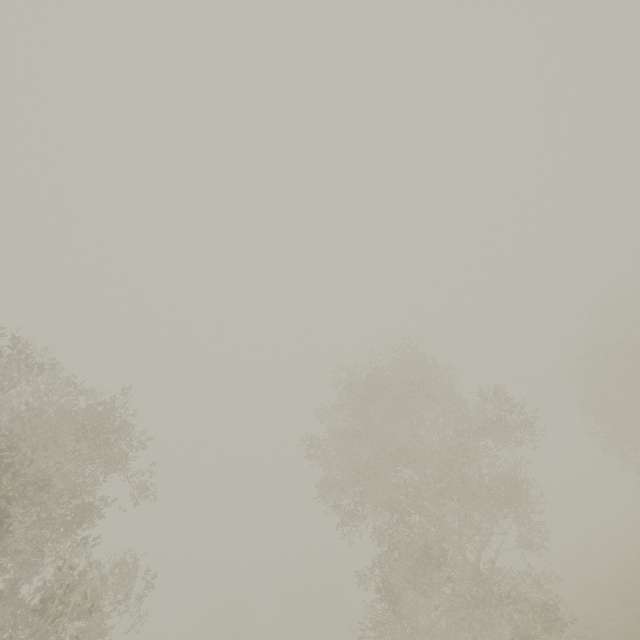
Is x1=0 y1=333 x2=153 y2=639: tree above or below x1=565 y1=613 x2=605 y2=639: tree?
above

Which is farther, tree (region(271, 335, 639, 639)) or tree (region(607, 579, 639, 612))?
tree (region(607, 579, 639, 612))

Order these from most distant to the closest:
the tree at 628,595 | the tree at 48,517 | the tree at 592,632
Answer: the tree at 628,595
the tree at 592,632
the tree at 48,517

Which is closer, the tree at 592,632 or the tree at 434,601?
the tree at 592,632

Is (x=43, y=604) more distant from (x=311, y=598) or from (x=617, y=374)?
(x=311, y=598)

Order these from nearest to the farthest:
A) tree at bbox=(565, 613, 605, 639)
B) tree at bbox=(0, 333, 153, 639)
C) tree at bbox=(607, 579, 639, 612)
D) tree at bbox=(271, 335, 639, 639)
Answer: tree at bbox=(0, 333, 153, 639), tree at bbox=(565, 613, 605, 639), tree at bbox=(271, 335, 639, 639), tree at bbox=(607, 579, 639, 612)
